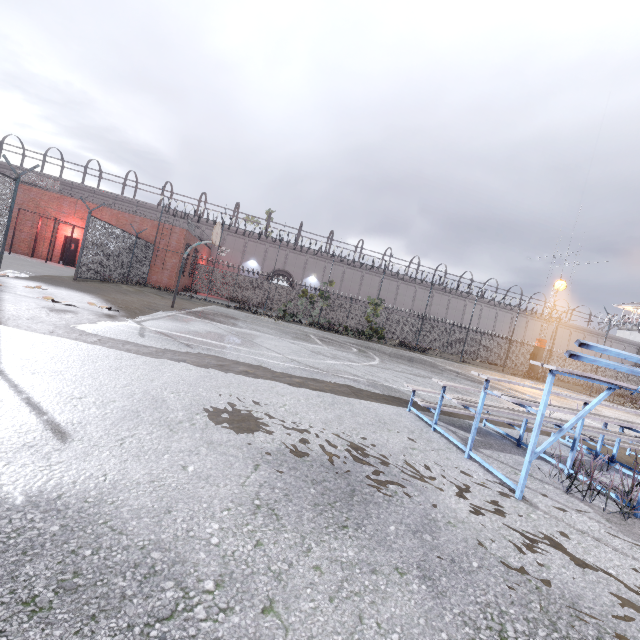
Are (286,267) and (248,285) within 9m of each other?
yes

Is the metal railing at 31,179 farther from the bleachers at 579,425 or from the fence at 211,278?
the bleachers at 579,425

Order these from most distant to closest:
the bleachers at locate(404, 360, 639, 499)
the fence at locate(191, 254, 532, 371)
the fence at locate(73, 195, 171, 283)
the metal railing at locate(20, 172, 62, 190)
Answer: the fence at locate(191, 254, 532, 371)
the metal railing at locate(20, 172, 62, 190)
the fence at locate(73, 195, 171, 283)
the bleachers at locate(404, 360, 639, 499)

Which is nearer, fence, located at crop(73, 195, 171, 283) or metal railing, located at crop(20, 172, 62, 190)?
fence, located at crop(73, 195, 171, 283)

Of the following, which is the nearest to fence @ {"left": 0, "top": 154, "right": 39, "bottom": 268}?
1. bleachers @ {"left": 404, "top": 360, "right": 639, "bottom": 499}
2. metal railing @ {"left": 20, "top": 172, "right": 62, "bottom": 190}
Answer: metal railing @ {"left": 20, "top": 172, "right": 62, "bottom": 190}

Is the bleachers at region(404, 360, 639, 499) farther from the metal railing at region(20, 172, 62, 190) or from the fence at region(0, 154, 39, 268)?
the metal railing at region(20, 172, 62, 190)

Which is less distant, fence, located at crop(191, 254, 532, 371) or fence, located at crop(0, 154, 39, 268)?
fence, located at crop(0, 154, 39, 268)

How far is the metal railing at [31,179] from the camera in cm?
2303
